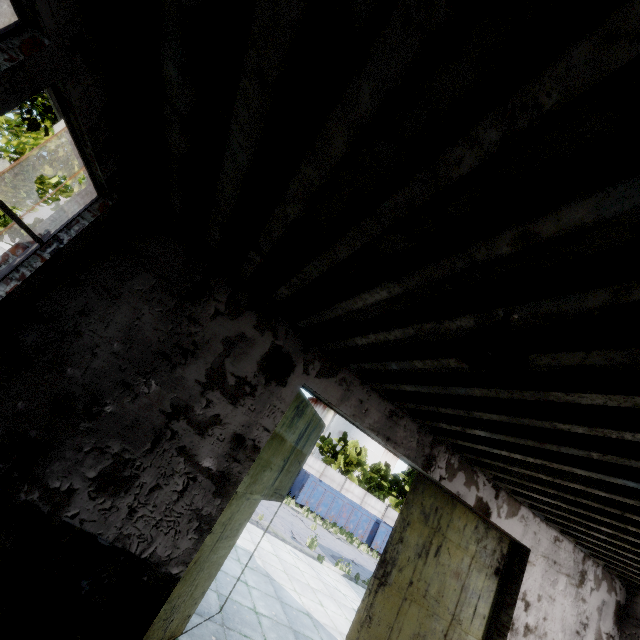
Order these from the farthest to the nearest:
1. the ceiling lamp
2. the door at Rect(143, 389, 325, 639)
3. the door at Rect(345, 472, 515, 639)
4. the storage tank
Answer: the storage tank, the door at Rect(345, 472, 515, 639), the door at Rect(143, 389, 325, 639), the ceiling lamp

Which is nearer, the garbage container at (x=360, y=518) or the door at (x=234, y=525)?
Answer: the door at (x=234, y=525)

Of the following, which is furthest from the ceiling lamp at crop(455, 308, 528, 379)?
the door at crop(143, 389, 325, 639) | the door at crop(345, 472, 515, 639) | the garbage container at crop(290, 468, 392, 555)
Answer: the garbage container at crop(290, 468, 392, 555)

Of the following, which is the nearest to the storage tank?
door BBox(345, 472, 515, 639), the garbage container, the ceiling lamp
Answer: the garbage container

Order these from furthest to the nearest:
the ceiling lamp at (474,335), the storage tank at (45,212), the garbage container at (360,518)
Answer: the storage tank at (45,212) → the garbage container at (360,518) → the ceiling lamp at (474,335)

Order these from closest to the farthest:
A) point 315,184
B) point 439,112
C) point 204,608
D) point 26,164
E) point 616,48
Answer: point 616,48
point 439,112
point 315,184
point 204,608
point 26,164

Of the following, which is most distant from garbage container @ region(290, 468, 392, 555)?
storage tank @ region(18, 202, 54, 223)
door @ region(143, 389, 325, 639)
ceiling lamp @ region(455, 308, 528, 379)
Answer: storage tank @ region(18, 202, 54, 223)

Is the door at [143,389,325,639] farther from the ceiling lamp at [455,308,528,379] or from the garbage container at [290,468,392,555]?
the garbage container at [290,468,392,555]
